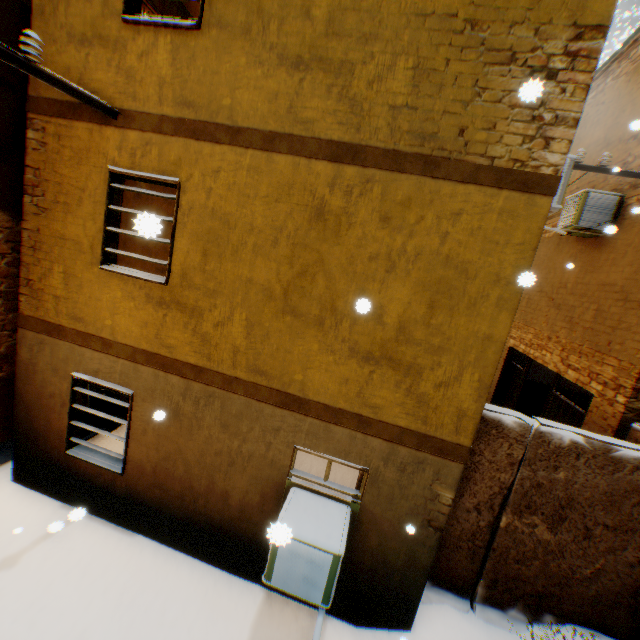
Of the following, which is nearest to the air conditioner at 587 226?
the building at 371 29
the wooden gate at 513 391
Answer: the building at 371 29

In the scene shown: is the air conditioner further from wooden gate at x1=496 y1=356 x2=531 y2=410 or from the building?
wooden gate at x1=496 y1=356 x2=531 y2=410

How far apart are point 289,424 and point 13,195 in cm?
568

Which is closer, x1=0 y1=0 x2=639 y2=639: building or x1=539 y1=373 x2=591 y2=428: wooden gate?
x1=0 y1=0 x2=639 y2=639: building

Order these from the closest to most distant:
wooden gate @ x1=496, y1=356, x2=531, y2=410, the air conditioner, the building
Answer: the building
the air conditioner
wooden gate @ x1=496, y1=356, x2=531, y2=410
